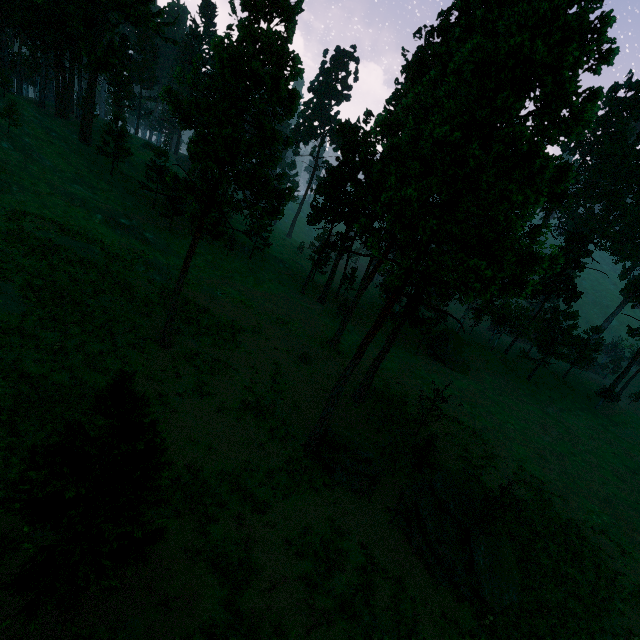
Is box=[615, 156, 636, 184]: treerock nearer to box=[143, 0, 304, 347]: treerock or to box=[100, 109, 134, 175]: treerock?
box=[143, 0, 304, 347]: treerock

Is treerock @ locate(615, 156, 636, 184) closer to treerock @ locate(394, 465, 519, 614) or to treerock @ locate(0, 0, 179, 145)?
treerock @ locate(394, 465, 519, 614)

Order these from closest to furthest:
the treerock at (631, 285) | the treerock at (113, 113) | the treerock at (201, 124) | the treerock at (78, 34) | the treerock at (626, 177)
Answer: the treerock at (201, 124)
the treerock at (78, 34)
the treerock at (113, 113)
the treerock at (631, 285)
the treerock at (626, 177)

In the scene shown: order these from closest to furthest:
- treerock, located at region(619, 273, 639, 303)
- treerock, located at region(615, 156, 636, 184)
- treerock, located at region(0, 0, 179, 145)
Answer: treerock, located at region(0, 0, 179, 145), treerock, located at region(619, 273, 639, 303), treerock, located at region(615, 156, 636, 184)

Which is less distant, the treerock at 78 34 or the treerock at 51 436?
the treerock at 51 436

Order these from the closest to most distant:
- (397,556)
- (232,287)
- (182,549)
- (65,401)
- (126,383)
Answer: (126,383), (182,549), (65,401), (397,556), (232,287)

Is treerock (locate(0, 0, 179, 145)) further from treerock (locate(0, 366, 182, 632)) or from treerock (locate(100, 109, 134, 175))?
treerock (locate(0, 366, 182, 632))
